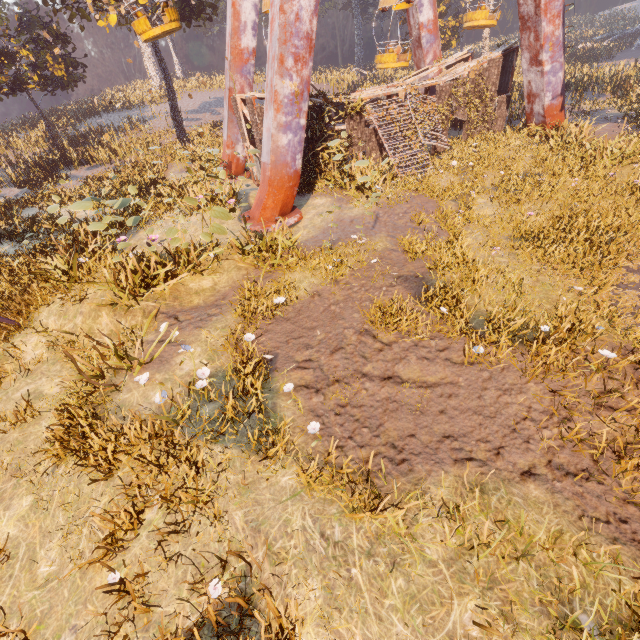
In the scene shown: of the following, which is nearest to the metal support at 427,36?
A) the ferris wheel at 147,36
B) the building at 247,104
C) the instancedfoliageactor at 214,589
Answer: the ferris wheel at 147,36

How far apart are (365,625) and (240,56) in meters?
20.8 m

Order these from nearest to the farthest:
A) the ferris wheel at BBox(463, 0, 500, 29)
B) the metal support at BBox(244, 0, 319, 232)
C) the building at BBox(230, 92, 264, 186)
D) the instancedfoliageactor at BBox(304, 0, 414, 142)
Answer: the metal support at BBox(244, 0, 319, 232)
the building at BBox(230, 92, 264, 186)
the instancedfoliageactor at BBox(304, 0, 414, 142)
the ferris wheel at BBox(463, 0, 500, 29)

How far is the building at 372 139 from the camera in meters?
14.3 m

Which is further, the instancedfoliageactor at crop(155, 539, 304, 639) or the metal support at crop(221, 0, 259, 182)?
the metal support at crop(221, 0, 259, 182)

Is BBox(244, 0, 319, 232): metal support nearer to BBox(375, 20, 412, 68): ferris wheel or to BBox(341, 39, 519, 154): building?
BBox(375, 20, 412, 68): ferris wheel

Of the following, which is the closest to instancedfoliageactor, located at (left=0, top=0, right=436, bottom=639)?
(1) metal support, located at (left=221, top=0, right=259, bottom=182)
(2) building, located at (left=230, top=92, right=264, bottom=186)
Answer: (2) building, located at (left=230, top=92, right=264, bottom=186)

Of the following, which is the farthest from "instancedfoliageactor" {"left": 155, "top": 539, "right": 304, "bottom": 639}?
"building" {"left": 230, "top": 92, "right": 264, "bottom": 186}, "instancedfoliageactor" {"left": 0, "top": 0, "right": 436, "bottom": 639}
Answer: "building" {"left": 230, "top": 92, "right": 264, "bottom": 186}
